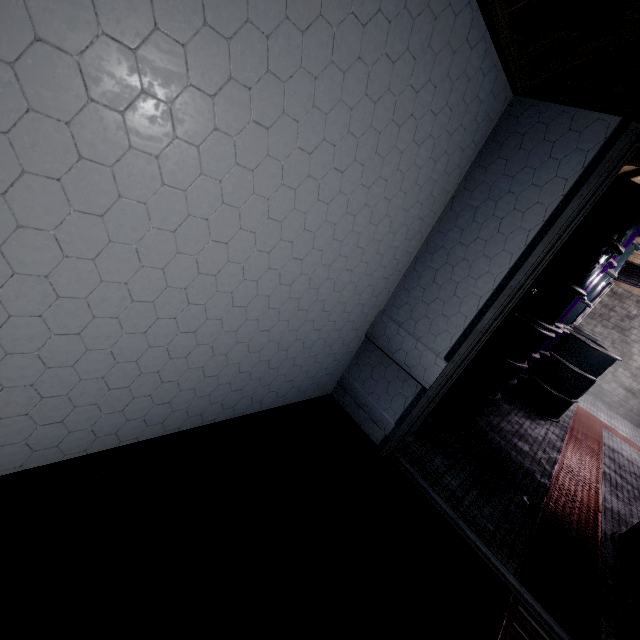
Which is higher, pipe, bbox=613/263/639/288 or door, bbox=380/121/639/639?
pipe, bbox=613/263/639/288

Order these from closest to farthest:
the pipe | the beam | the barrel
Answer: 1. the beam
2. the barrel
3. the pipe

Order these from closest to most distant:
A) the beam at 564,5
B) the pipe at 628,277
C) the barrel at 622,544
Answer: the beam at 564,5 → the barrel at 622,544 → the pipe at 628,277

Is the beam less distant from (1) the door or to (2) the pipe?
(1) the door

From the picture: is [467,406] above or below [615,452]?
above

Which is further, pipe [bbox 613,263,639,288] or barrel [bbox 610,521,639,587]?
pipe [bbox 613,263,639,288]

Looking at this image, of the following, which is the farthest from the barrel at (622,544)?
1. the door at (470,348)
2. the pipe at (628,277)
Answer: the pipe at (628,277)
